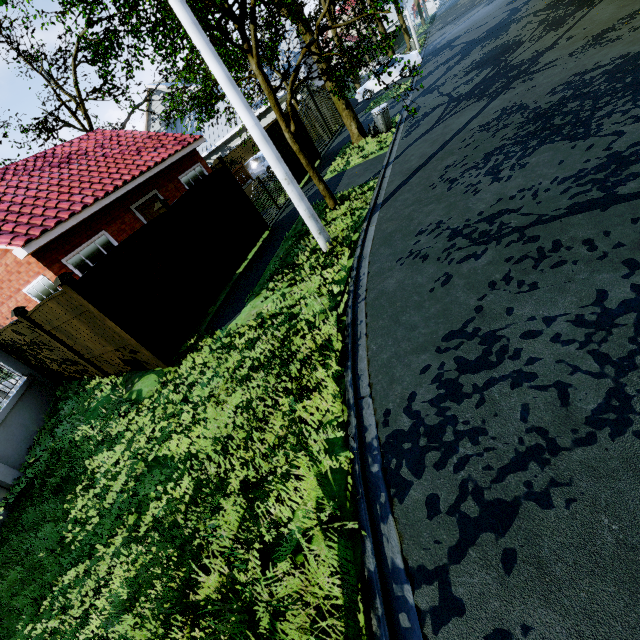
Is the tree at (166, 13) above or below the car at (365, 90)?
above

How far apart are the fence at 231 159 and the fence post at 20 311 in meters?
19.9 m

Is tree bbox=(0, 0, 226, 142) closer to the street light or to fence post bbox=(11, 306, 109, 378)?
the street light

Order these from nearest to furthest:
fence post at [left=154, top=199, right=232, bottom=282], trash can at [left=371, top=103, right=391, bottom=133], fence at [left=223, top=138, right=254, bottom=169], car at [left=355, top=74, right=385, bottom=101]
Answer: fence post at [left=154, top=199, right=232, bottom=282] → trash can at [left=371, top=103, right=391, bottom=133] → car at [left=355, top=74, right=385, bottom=101] → fence at [left=223, top=138, right=254, bottom=169]

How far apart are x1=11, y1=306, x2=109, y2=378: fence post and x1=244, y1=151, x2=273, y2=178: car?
15.03m

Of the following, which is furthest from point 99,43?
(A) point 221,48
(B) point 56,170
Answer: (B) point 56,170

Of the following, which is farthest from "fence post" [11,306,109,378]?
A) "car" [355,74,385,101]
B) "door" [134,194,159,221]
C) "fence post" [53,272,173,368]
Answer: "car" [355,74,385,101]

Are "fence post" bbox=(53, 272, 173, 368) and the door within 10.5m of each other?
yes
